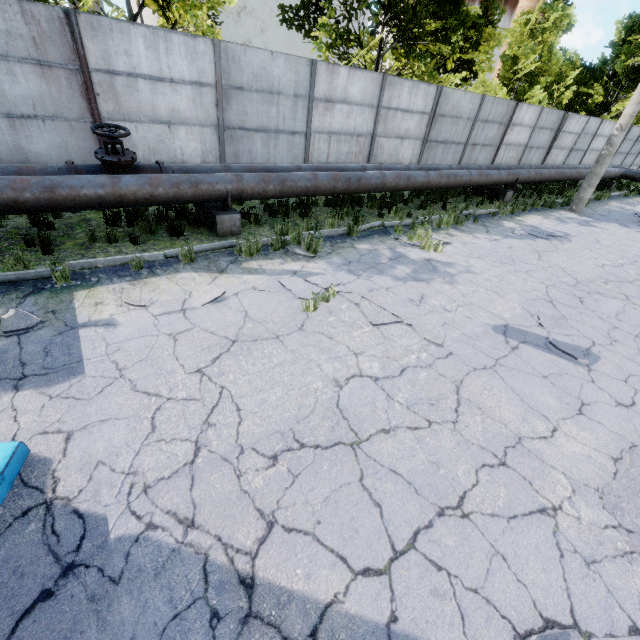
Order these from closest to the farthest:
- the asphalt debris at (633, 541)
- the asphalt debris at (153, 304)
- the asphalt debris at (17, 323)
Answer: the asphalt debris at (633, 541) → the asphalt debris at (17, 323) → the asphalt debris at (153, 304)

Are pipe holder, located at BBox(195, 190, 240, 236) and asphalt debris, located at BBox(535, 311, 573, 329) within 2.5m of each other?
no

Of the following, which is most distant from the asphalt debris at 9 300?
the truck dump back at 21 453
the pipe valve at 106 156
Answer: → the pipe valve at 106 156

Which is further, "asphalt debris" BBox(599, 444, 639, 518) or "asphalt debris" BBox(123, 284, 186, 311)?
"asphalt debris" BBox(123, 284, 186, 311)

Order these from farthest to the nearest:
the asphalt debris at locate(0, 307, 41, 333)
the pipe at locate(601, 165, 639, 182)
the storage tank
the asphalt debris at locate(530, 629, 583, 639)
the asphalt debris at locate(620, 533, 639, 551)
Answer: the storage tank < the pipe at locate(601, 165, 639, 182) < the asphalt debris at locate(0, 307, 41, 333) < the asphalt debris at locate(620, 533, 639, 551) < the asphalt debris at locate(530, 629, 583, 639)

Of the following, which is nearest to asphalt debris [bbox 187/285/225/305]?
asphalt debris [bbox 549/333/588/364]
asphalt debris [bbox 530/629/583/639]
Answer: asphalt debris [bbox 530/629/583/639]

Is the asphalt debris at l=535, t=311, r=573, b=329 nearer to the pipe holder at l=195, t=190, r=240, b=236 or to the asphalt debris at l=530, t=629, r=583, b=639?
the asphalt debris at l=530, t=629, r=583, b=639

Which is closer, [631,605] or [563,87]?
[631,605]
